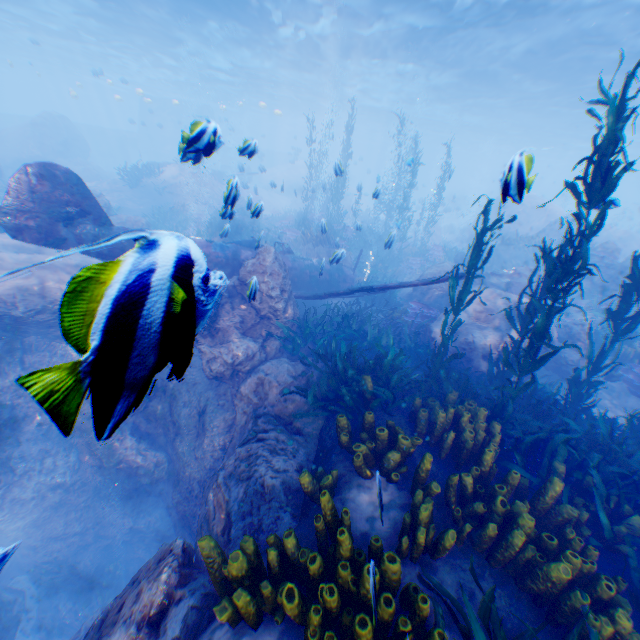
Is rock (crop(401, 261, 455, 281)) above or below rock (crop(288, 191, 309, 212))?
above

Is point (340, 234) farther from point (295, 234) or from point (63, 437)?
point (63, 437)

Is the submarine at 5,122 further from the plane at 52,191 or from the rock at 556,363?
Answer: the plane at 52,191

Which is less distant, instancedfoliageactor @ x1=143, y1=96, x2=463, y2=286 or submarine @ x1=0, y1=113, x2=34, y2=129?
instancedfoliageactor @ x1=143, y1=96, x2=463, y2=286

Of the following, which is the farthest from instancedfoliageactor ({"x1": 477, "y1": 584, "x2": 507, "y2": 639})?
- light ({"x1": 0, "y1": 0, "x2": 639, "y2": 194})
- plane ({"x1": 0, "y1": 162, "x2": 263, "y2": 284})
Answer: light ({"x1": 0, "y1": 0, "x2": 639, "y2": 194})

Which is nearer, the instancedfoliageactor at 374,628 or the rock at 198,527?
the rock at 198,527

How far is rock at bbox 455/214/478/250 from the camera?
30.3 meters
